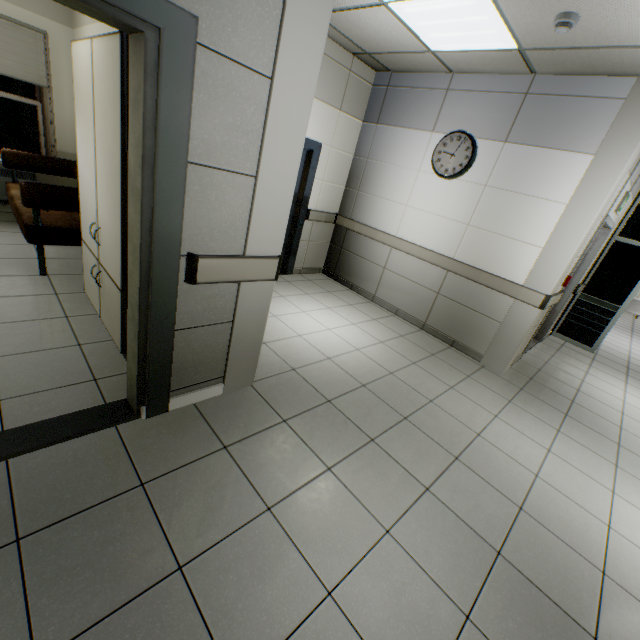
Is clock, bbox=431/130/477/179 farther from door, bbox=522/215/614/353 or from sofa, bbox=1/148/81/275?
sofa, bbox=1/148/81/275

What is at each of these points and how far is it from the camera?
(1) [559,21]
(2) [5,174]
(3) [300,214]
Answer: (1) fire alarm, 2.5m
(2) radiator, 4.6m
(3) elevator, 5.2m

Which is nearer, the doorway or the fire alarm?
the fire alarm

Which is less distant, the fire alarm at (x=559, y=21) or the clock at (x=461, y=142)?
the fire alarm at (x=559, y=21)

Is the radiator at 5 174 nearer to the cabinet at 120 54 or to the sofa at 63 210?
the sofa at 63 210

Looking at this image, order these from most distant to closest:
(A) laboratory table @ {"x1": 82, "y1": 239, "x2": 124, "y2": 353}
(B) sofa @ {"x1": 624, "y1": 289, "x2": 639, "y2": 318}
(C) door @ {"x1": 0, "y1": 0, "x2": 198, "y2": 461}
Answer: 1. (B) sofa @ {"x1": 624, "y1": 289, "x2": 639, "y2": 318}
2. (A) laboratory table @ {"x1": 82, "y1": 239, "x2": 124, "y2": 353}
3. (C) door @ {"x1": 0, "y1": 0, "x2": 198, "y2": 461}

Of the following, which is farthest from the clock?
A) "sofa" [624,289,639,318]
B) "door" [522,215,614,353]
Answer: "sofa" [624,289,639,318]

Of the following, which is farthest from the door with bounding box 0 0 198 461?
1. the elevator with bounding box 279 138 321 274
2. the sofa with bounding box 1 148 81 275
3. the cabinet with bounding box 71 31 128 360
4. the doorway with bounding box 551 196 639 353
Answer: the doorway with bounding box 551 196 639 353
